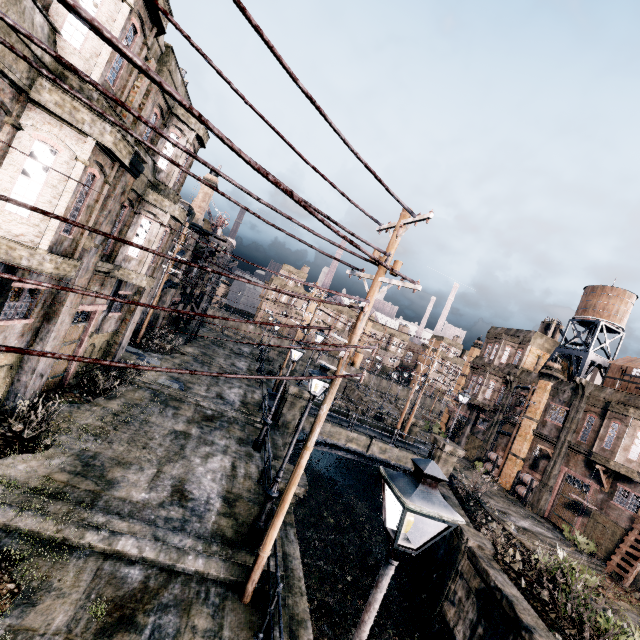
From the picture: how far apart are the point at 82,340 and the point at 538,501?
35.3m

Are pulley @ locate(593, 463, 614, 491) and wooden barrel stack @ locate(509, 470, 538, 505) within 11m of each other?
yes

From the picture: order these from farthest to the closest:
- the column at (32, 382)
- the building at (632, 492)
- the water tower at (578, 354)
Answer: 1. the water tower at (578, 354)
2. the building at (632, 492)
3. the column at (32, 382)

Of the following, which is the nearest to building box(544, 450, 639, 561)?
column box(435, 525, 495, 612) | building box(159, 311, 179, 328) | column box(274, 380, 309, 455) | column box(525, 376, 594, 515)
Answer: column box(525, 376, 594, 515)

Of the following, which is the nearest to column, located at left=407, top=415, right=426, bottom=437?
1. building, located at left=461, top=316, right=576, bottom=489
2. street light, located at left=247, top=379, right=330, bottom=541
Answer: building, located at left=461, top=316, right=576, bottom=489

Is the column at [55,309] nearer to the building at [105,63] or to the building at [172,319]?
the building at [105,63]

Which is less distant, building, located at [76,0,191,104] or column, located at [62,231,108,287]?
building, located at [76,0,191,104]

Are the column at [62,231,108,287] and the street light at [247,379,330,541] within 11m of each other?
yes
